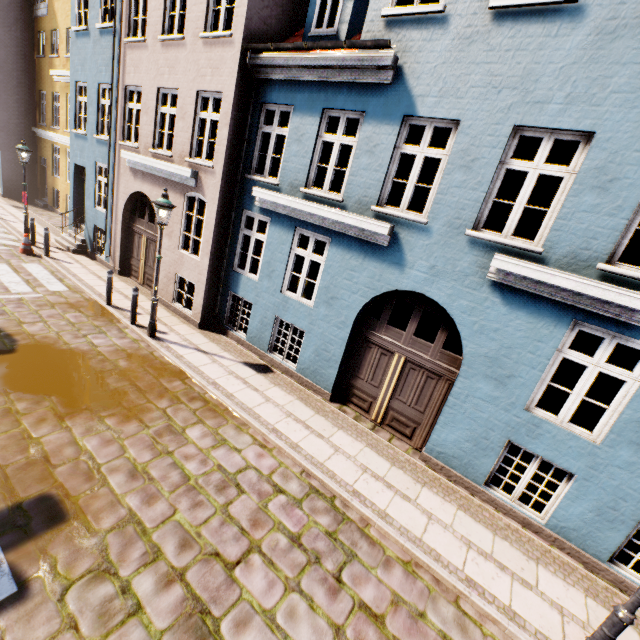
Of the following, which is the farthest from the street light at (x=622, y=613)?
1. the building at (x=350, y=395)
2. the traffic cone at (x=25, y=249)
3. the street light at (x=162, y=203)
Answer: the traffic cone at (x=25, y=249)

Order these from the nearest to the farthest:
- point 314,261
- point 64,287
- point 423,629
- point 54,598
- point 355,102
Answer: point 54,598
point 423,629
point 355,102
point 64,287
point 314,261

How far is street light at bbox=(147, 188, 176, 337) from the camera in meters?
7.6

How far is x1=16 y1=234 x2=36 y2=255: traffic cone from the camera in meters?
12.2 m

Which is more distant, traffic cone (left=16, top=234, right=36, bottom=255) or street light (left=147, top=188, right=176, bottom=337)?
traffic cone (left=16, top=234, right=36, bottom=255)

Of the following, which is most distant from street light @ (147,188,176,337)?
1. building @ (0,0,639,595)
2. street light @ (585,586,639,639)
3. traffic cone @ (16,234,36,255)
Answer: street light @ (585,586,639,639)

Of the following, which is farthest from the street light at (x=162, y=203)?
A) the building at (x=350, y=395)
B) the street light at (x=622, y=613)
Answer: the street light at (x=622, y=613)

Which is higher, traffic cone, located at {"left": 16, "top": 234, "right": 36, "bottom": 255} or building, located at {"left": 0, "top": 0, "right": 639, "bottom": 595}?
building, located at {"left": 0, "top": 0, "right": 639, "bottom": 595}
